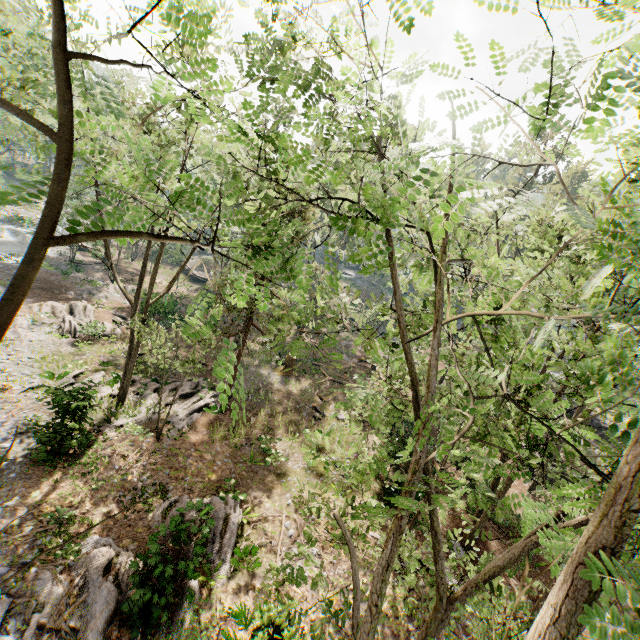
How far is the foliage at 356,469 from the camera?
6.4 meters

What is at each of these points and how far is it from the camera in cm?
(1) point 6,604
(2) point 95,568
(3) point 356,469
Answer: (1) foliage, 918
(2) foliage, 1055
(3) foliage, 896

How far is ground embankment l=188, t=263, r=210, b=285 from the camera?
46.1m

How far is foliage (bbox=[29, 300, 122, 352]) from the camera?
22.4 meters

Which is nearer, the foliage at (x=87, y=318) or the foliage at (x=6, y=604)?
the foliage at (x=6, y=604)

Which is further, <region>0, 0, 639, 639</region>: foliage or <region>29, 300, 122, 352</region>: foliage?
<region>29, 300, 122, 352</region>: foliage

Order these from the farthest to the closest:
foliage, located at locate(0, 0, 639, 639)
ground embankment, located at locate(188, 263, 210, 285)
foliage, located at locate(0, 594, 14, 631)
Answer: ground embankment, located at locate(188, 263, 210, 285), foliage, located at locate(0, 594, 14, 631), foliage, located at locate(0, 0, 639, 639)

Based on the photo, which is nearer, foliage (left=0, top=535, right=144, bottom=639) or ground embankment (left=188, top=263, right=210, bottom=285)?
foliage (left=0, top=535, right=144, bottom=639)
